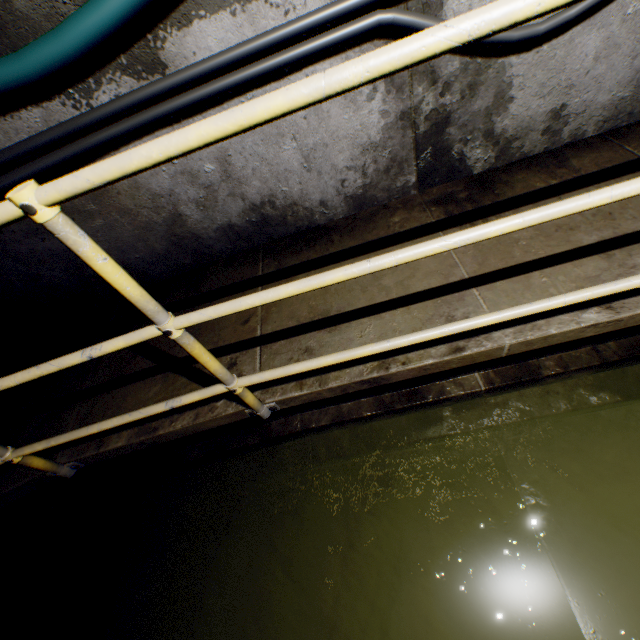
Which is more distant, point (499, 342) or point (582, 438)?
point (582, 438)

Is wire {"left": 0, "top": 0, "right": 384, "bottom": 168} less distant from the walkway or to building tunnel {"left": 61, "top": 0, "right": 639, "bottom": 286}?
building tunnel {"left": 61, "top": 0, "right": 639, "bottom": 286}

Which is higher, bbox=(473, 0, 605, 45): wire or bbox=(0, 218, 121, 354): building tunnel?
bbox=(473, 0, 605, 45): wire

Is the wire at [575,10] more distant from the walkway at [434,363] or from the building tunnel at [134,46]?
the walkway at [434,363]

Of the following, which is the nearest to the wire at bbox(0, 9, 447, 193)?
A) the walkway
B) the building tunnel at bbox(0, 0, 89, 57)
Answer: the building tunnel at bbox(0, 0, 89, 57)

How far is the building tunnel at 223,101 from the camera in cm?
168

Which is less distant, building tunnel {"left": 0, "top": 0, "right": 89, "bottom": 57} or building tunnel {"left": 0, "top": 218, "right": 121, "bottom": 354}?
building tunnel {"left": 0, "top": 0, "right": 89, "bottom": 57}
